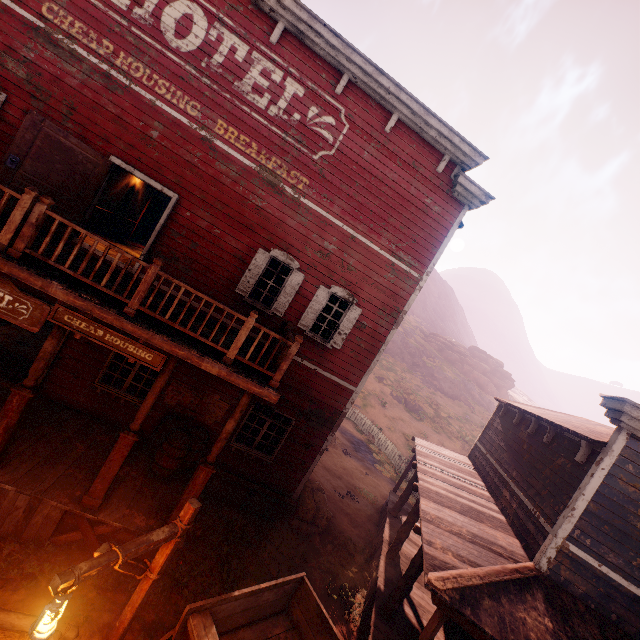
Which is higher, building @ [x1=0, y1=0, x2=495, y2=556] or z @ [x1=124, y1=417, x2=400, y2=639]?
building @ [x1=0, y1=0, x2=495, y2=556]

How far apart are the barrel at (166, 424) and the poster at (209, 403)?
0.21m

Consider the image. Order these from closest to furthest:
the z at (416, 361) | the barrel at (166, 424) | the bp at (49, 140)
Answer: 1. the bp at (49, 140)
2. the barrel at (166, 424)
3. the z at (416, 361)

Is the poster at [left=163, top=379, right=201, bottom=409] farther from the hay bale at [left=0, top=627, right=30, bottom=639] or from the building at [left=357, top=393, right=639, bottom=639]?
the hay bale at [left=0, top=627, right=30, bottom=639]

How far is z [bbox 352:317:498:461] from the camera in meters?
28.6 m

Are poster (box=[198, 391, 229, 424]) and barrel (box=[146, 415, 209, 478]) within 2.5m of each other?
yes

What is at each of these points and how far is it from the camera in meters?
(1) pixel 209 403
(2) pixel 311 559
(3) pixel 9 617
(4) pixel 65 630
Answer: (1) poster, 9.2 m
(2) z, 9.4 m
(3) horse pole, 4.4 m
(4) horse pole, 4.5 m

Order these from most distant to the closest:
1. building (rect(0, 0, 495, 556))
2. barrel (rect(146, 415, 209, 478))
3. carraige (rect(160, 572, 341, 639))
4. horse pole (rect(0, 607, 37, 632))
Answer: barrel (rect(146, 415, 209, 478)) < building (rect(0, 0, 495, 556)) < carraige (rect(160, 572, 341, 639)) < horse pole (rect(0, 607, 37, 632))
